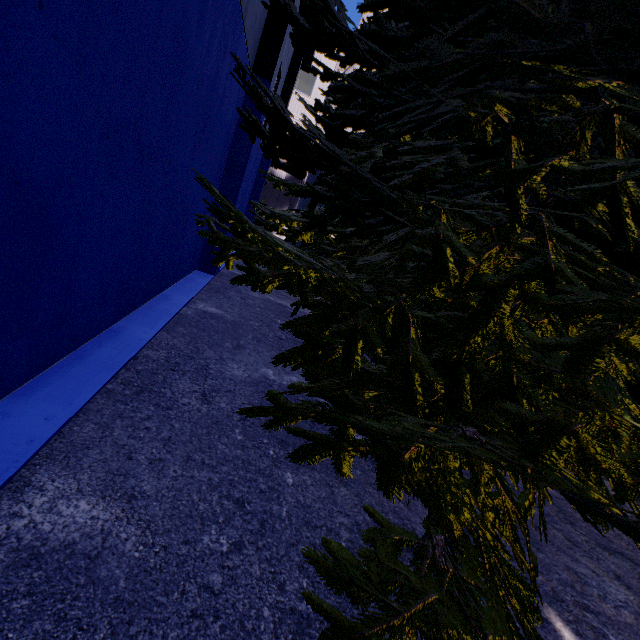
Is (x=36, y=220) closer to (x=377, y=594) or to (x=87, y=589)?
(x=87, y=589)
